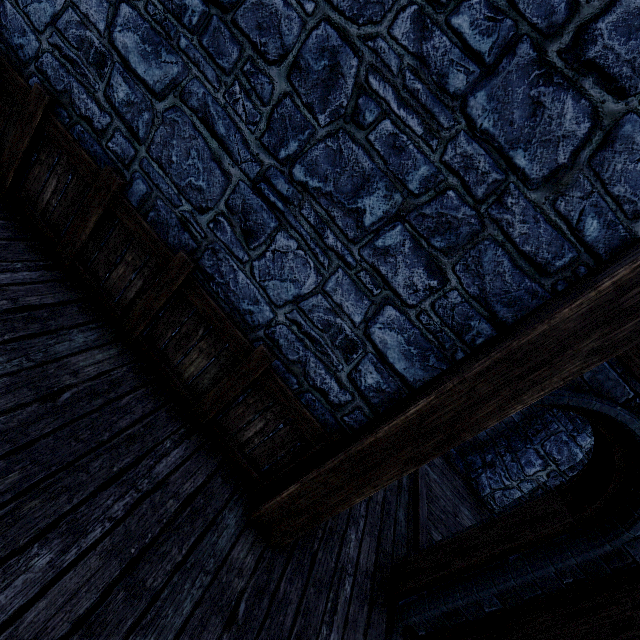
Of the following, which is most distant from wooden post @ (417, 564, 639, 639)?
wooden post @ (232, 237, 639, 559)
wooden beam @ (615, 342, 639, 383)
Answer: wooden post @ (232, 237, 639, 559)

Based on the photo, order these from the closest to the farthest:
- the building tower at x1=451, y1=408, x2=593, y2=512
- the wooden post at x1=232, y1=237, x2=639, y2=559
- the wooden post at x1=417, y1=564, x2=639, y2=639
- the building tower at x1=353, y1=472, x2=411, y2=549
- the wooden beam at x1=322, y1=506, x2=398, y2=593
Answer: the wooden post at x1=232, y1=237, x2=639, y2=559 → the wooden post at x1=417, y1=564, x2=639, y2=639 → the wooden beam at x1=322, y1=506, x2=398, y2=593 → the building tower at x1=353, y1=472, x2=411, y2=549 → the building tower at x1=451, y1=408, x2=593, y2=512

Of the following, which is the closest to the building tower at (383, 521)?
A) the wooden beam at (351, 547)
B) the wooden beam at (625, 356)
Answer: the wooden beam at (351, 547)

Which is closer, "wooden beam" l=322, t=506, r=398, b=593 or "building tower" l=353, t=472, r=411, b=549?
"wooden beam" l=322, t=506, r=398, b=593

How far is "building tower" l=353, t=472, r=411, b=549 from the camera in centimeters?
395cm

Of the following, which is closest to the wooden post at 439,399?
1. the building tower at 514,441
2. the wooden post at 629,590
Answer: the building tower at 514,441

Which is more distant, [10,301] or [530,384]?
[10,301]
